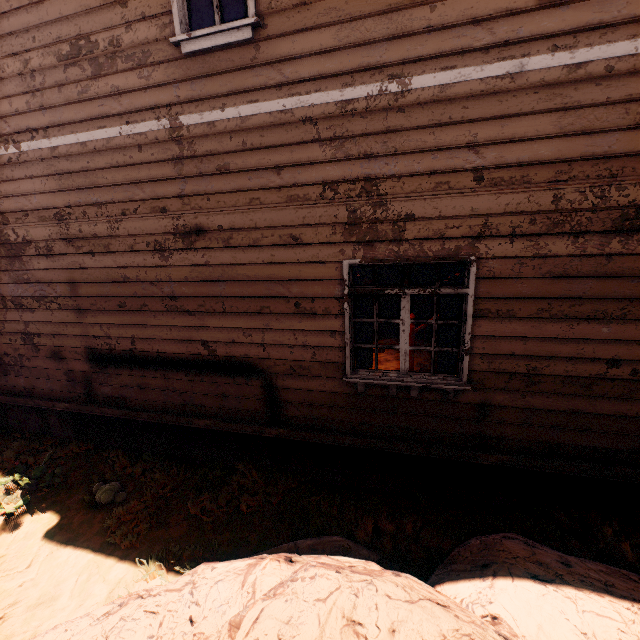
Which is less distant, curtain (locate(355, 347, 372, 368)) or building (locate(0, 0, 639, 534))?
building (locate(0, 0, 639, 534))

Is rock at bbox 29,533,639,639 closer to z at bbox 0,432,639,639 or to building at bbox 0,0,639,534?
z at bbox 0,432,639,639

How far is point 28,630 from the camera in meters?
3.2

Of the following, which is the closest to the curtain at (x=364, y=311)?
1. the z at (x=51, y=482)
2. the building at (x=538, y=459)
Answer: the building at (x=538, y=459)

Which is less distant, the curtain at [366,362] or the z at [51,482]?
the z at [51,482]

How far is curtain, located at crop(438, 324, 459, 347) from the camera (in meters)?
3.78

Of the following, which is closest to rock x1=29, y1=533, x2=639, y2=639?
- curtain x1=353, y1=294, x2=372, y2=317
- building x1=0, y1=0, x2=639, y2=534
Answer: building x1=0, y1=0, x2=639, y2=534
